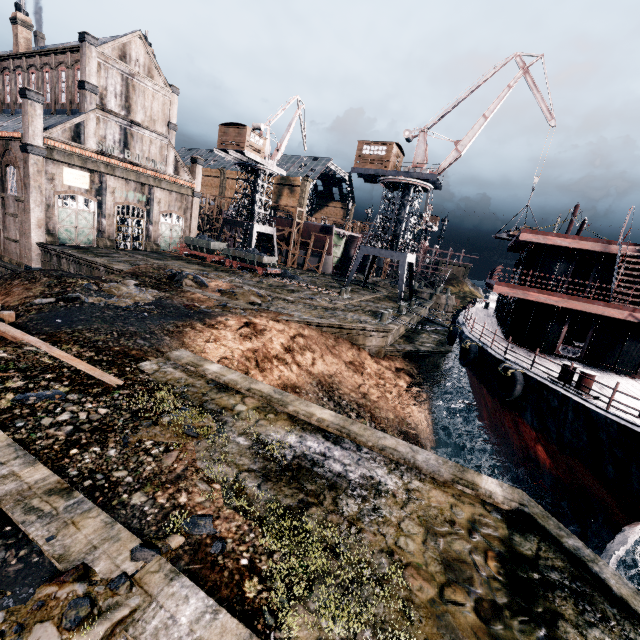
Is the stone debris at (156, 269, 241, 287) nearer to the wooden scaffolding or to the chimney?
the wooden scaffolding

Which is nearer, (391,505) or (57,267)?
(391,505)

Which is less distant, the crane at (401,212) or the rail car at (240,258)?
the crane at (401,212)

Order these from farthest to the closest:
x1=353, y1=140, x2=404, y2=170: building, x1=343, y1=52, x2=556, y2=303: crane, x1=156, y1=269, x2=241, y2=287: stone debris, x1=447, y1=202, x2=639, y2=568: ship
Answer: x1=353, y1=140, x2=404, y2=170: building → x1=343, y1=52, x2=556, y2=303: crane → x1=156, y1=269, x2=241, y2=287: stone debris → x1=447, y1=202, x2=639, y2=568: ship

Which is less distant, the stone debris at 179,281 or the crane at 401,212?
the stone debris at 179,281

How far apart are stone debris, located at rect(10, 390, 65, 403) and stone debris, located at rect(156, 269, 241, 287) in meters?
15.8 m

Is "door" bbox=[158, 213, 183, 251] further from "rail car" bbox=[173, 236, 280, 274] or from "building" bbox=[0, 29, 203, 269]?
"rail car" bbox=[173, 236, 280, 274]

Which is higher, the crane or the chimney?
the chimney
